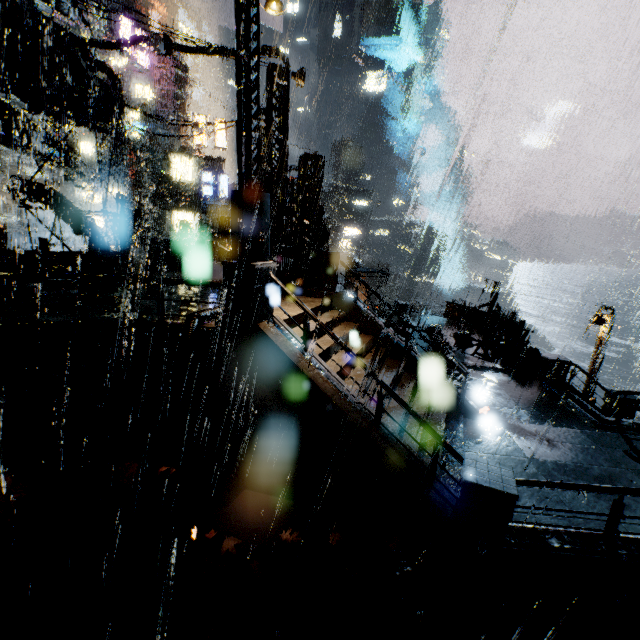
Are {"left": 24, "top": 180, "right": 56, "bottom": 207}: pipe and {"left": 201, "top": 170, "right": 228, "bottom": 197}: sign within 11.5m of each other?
no

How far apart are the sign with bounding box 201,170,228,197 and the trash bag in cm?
3828

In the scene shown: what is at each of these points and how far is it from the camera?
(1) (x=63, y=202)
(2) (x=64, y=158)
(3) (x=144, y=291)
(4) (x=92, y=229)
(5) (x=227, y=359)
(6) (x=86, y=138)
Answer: (1) pipe, 14.4 meters
(2) building vent, 18.2 meters
(3) building, 11.7 meters
(4) pipe, 15.0 meters
(5) building, 7.5 meters
(6) building, 31.8 meters

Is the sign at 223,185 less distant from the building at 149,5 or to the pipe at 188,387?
the building at 149,5

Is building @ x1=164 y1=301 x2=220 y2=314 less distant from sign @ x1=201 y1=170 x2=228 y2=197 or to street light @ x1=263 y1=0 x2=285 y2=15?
sign @ x1=201 y1=170 x2=228 y2=197

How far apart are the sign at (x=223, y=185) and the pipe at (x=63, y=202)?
27.5 meters

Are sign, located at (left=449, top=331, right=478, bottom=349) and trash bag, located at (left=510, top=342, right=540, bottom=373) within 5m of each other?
yes

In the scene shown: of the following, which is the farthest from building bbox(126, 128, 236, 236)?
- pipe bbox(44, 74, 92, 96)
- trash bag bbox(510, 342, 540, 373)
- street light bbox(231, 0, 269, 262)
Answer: street light bbox(231, 0, 269, 262)
